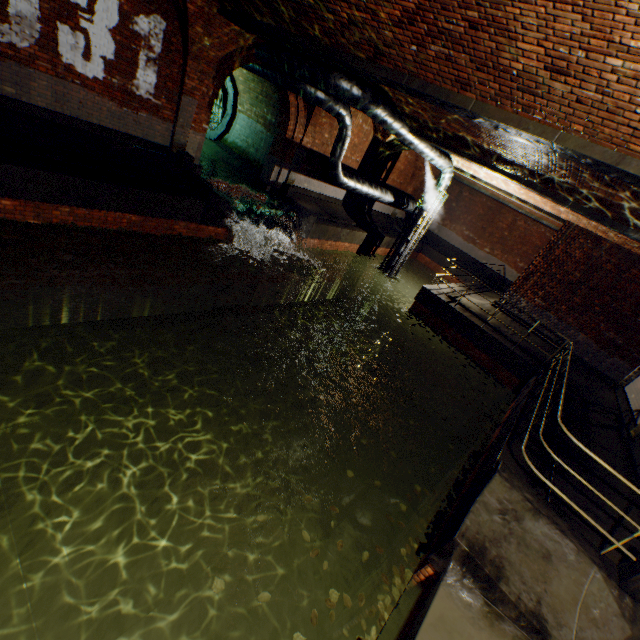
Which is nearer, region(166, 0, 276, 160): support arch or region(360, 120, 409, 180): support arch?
region(166, 0, 276, 160): support arch

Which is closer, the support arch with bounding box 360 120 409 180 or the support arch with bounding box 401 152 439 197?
the support arch with bounding box 360 120 409 180

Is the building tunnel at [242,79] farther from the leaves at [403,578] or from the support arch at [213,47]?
the leaves at [403,578]

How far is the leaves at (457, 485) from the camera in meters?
4.9

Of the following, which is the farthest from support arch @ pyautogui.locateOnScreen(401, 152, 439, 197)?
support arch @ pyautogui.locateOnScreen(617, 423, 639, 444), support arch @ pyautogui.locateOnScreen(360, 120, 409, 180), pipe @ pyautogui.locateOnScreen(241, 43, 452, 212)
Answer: support arch @ pyautogui.locateOnScreen(617, 423, 639, 444)

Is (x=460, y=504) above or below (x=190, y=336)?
above

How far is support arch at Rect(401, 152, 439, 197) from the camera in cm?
1895

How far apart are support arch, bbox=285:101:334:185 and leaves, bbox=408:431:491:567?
11.4 meters
